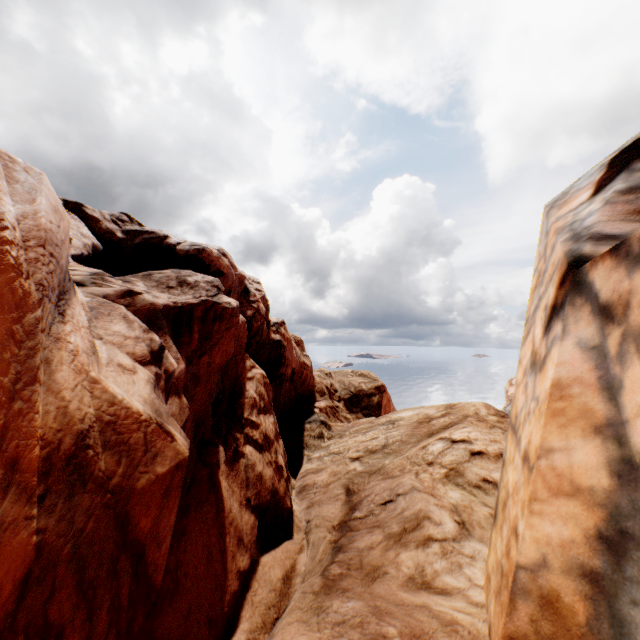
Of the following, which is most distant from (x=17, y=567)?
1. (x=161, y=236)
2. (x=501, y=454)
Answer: (x=161, y=236)
